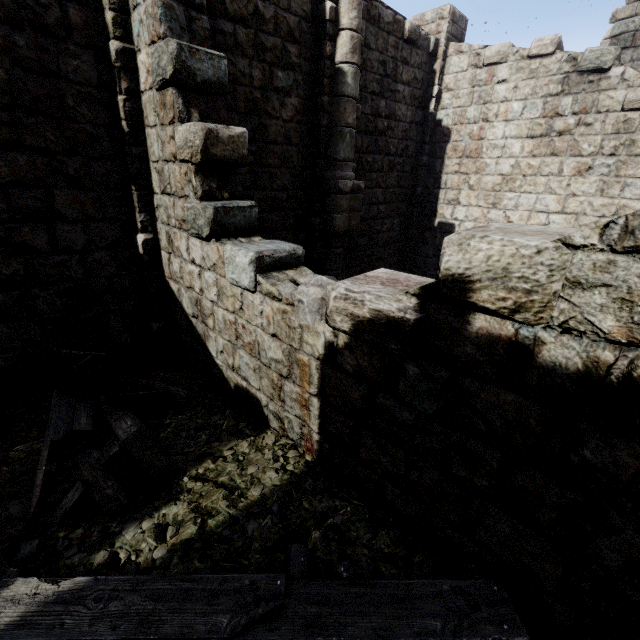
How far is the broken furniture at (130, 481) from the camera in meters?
3.1

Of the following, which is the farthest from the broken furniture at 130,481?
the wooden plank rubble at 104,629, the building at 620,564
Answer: the building at 620,564

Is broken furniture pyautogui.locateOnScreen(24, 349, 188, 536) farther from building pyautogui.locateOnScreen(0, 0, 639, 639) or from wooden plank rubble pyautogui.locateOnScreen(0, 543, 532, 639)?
building pyautogui.locateOnScreen(0, 0, 639, 639)

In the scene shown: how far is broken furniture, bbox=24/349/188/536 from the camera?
3.1m

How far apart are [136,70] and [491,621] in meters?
7.5 m

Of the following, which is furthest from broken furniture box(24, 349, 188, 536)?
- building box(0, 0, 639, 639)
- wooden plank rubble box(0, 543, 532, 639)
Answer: building box(0, 0, 639, 639)

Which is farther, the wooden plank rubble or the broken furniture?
the broken furniture

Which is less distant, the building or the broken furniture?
the building
